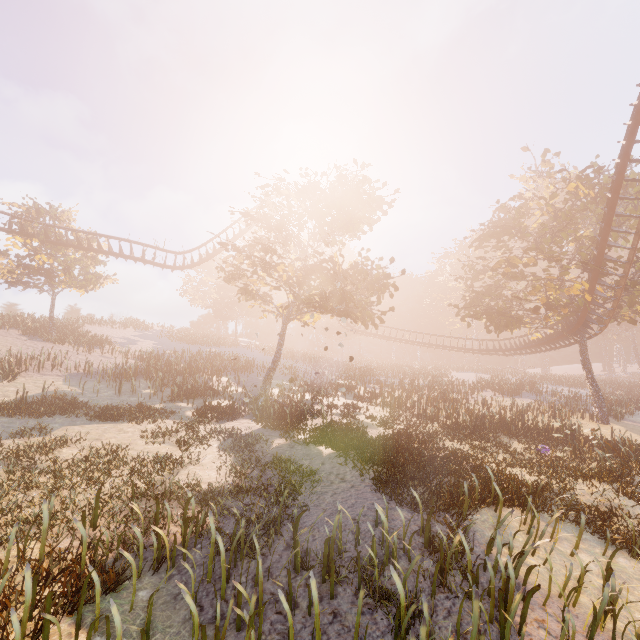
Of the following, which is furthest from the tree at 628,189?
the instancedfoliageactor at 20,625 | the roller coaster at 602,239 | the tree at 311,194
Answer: the instancedfoliageactor at 20,625

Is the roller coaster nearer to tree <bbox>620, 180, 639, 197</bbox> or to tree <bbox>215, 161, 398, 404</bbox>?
tree <bbox>620, 180, 639, 197</bbox>

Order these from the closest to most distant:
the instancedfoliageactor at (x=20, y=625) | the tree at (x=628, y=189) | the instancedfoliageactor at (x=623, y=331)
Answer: the instancedfoliageactor at (x=20, y=625), the tree at (x=628, y=189), the instancedfoliageactor at (x=623, y=331)

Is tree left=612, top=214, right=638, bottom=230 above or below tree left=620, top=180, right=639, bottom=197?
below

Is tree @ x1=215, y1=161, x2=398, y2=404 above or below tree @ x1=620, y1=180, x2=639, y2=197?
below

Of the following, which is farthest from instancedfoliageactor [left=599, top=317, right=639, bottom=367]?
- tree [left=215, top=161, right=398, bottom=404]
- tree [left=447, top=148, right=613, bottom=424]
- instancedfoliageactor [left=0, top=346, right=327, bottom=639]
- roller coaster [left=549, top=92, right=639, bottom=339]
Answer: instancedfoliageactor [left=0, top=346, right=327, bottom=639]

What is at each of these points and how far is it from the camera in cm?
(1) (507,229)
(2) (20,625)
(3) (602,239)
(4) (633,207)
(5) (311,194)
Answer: (1) tree, 2553
(2) instancedfoliageactor, 424
(3) roller coaster, 1861
(4) tree, 2206
(5) tree, 1908

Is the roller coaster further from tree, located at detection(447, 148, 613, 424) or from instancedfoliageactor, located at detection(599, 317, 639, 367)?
instancedfoliageactor, located at detection(599, 317, 639, 367)
